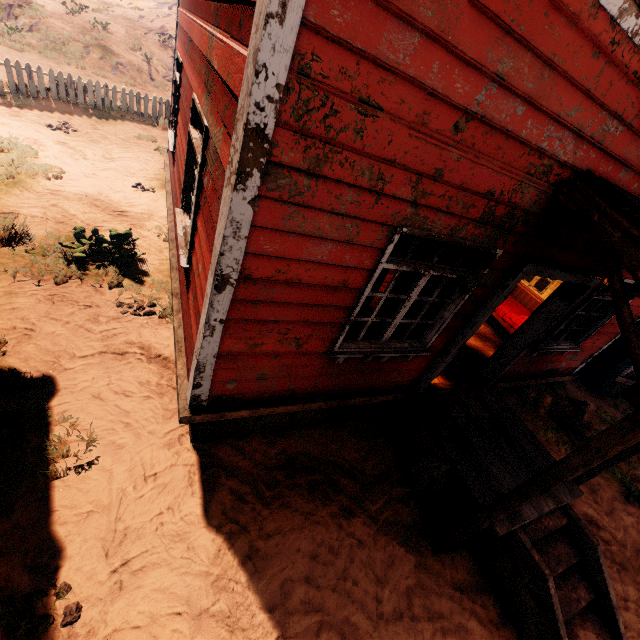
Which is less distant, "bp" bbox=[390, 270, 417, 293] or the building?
the building

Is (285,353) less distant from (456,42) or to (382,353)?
(382,353)

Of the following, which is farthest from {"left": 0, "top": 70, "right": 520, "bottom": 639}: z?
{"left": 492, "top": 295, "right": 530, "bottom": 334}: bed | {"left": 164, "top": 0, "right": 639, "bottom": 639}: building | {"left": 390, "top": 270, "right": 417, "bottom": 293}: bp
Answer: {"left": 390, "top": 270, "right": 417, "bottom": 293}: bp

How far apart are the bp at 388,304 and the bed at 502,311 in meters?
3.1 m

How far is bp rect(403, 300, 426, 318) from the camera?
4.85m

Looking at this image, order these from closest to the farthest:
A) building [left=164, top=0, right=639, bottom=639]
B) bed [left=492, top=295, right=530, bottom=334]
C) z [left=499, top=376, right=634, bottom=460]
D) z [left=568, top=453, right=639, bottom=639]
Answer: building [left=164, top=0, right=639, bottom=639]
z [left=568, top=453, right=639, bottom=639]
z [left=499, top=376, right=634, bottom=460]
bed [left=492, top=295, right=530, bottom=334]
